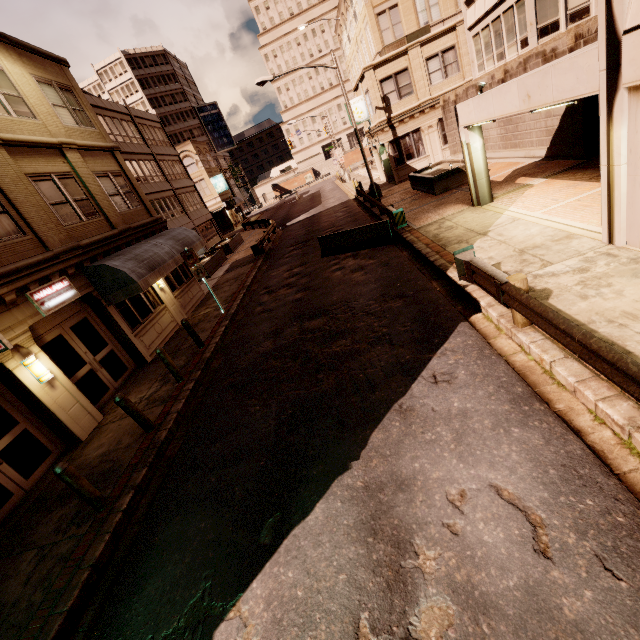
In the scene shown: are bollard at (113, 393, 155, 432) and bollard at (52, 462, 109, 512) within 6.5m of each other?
yes

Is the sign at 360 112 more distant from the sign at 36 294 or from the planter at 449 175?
the sign at 36 294

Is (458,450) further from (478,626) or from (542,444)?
(478,626)

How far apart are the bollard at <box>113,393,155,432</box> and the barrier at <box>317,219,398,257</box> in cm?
1053

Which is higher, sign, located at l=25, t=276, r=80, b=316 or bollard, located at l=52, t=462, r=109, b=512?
sign, located at l=25, t=276, r=80, b=316

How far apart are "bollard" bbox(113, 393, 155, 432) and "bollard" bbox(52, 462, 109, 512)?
1.71m

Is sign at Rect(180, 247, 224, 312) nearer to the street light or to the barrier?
the barrier

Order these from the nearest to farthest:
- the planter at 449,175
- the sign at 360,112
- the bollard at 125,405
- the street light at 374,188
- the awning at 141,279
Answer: the bollard at 125,405 < the awning at 141,279 < the planter at 449,175 < the street light at 374,188 < the sign at 360,112
